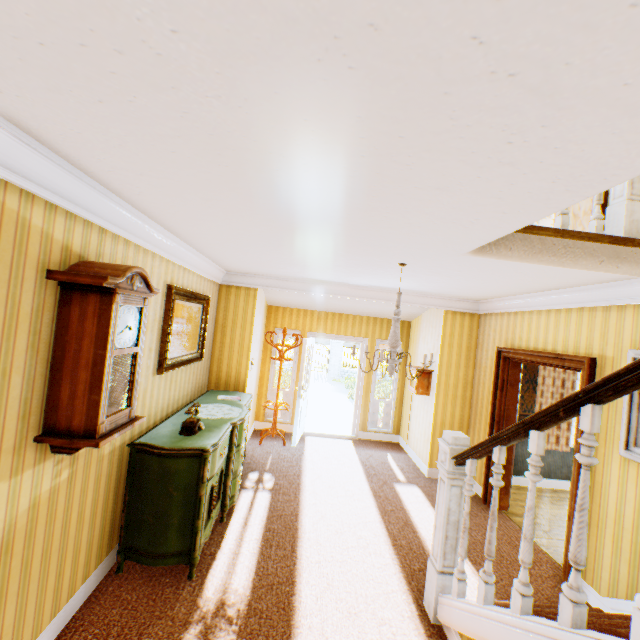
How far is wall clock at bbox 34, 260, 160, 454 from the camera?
2.0 meters

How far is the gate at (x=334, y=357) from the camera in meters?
19.6 m

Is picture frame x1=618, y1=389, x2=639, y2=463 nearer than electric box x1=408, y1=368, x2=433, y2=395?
Yes

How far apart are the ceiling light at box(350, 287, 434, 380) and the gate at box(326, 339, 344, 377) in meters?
15.8 m

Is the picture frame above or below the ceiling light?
below

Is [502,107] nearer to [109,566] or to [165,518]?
[165,518]

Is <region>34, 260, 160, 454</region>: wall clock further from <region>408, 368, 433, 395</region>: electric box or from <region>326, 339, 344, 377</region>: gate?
<region>326, 339, 344, 377</region>: gate

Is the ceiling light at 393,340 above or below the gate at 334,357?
above
